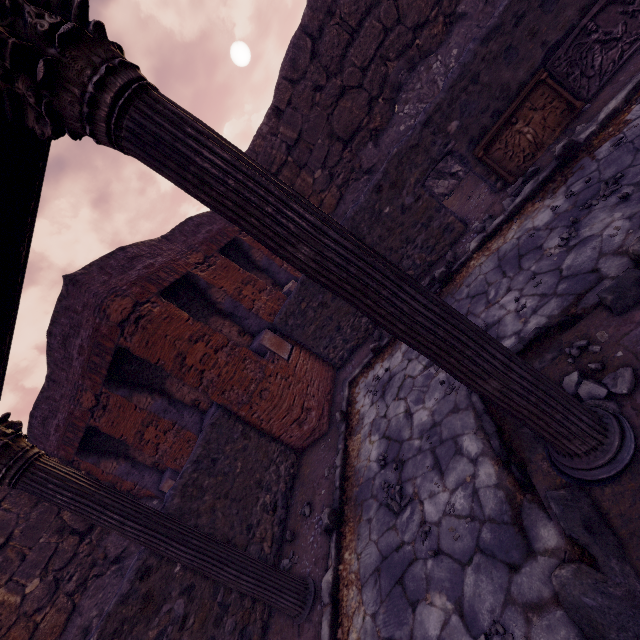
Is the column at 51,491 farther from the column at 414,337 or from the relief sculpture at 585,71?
the relief sculpture at 585,71

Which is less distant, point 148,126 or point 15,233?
point 148,126

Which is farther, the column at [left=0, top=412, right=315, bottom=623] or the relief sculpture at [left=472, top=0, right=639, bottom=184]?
the relief sculpture at [left=472, top=0, right=639, bottom=184]

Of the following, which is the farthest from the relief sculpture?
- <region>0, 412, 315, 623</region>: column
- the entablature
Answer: <region>0, 412, 315, 623</region>: column

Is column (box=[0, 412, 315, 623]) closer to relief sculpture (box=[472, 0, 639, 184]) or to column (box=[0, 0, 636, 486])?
column (box=[0, 0, 636, 486])

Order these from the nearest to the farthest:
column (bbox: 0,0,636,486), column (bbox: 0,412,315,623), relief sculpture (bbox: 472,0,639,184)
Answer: column (bbox: 0,0,636,486), column (bbox: 0,412,315,623), relief sculpture (bbox: 472,0,639,184)

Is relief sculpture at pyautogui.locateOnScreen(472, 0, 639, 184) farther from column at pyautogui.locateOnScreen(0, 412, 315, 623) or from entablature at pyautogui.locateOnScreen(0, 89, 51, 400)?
column at pyautogui.locateOnScreen(0, 412, 315, 623)

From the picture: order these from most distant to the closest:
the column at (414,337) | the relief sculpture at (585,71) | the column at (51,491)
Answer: the relief sculpture at (585,71), the column at (51,491), the column at (414,337)
